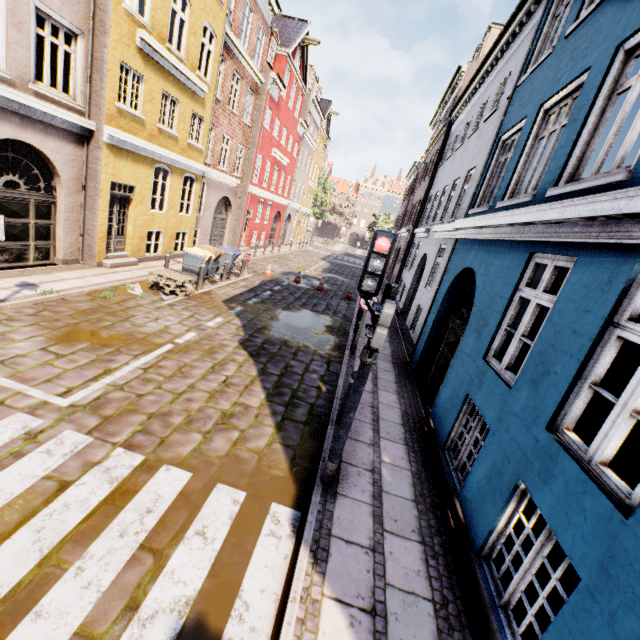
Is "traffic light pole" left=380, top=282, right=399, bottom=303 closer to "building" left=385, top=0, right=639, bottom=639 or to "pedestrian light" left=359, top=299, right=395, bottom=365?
"pedestrian light" left=359, top=299, right=395, bottom=365

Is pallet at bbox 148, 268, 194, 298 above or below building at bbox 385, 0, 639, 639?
below

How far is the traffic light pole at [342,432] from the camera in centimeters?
406cm

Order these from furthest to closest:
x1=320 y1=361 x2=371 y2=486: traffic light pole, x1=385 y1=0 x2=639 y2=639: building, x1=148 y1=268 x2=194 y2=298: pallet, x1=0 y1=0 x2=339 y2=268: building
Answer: x1=148 y1=268 x2=194 y2=298: pallet, x1=0 y1=0 x2=339 y2=268: building, x1=320 y1=361 x2=371 y2=486: traffic light pole, x1=385 y1=0 x2=639 y2=639: building

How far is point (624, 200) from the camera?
2.9 meters

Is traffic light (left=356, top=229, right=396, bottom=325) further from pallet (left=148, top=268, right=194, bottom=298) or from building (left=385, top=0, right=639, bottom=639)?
pallet (left=148, top=268, right=194, bottom=298)

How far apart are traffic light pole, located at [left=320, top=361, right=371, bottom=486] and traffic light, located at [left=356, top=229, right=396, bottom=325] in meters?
0.5

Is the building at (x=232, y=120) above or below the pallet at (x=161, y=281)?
above
